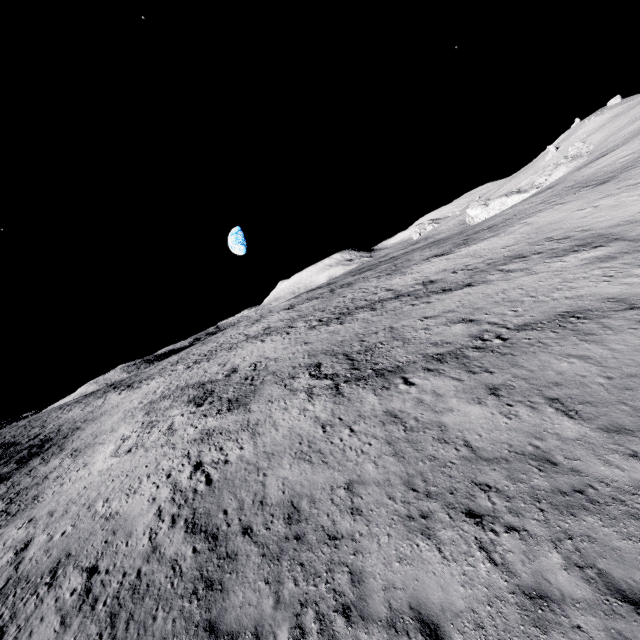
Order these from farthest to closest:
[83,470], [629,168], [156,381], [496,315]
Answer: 1. [156,381]
2. [629,168]
3. [83,470]
4. [496,315]
